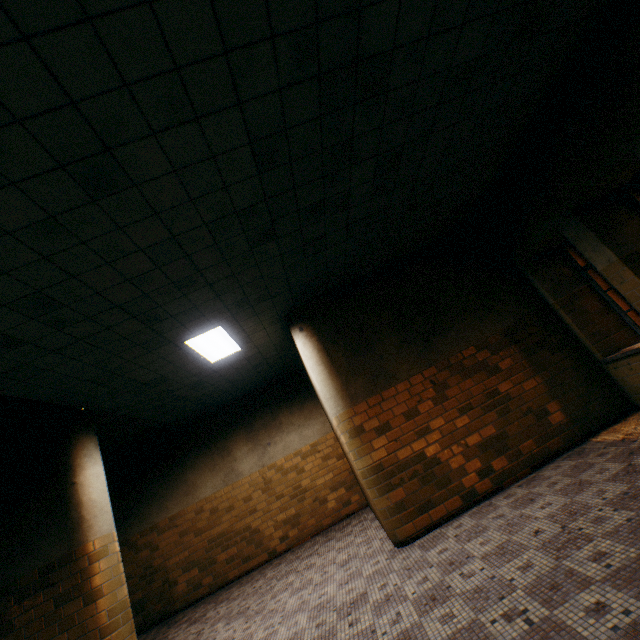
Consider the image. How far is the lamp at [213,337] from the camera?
5.2 meters

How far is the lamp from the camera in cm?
516

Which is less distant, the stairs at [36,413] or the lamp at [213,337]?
the stairs at [36,413]

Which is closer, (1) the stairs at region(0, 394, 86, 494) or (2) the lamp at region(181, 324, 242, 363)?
(1) the stairs at region(0, 394, 86, 494)

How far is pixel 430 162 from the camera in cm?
404

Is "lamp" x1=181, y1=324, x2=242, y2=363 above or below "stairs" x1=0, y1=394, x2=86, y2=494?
above
